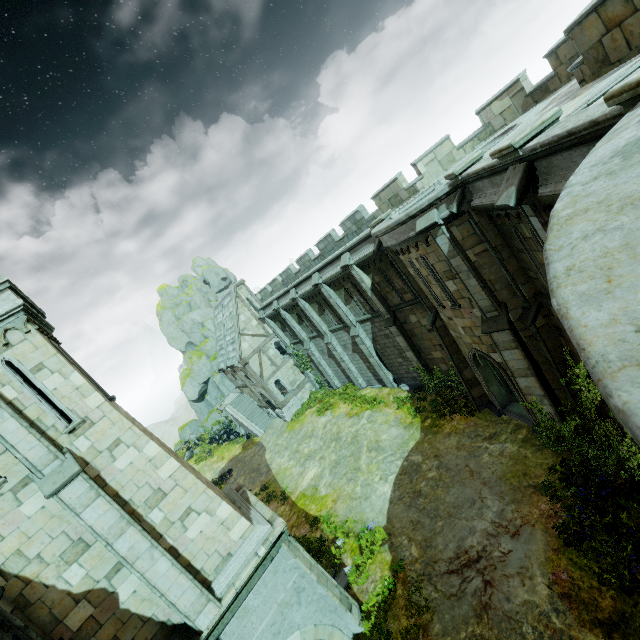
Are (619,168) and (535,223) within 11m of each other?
yes

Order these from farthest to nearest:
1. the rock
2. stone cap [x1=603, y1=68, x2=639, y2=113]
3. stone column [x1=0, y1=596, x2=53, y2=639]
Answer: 1. the rock
2. stone column [x1=0, y1=596, x2=53, y2=639]
3. stone cap [x1=603, y1=68, x2=639, y2=113]

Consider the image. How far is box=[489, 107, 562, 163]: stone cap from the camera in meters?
5.6 m

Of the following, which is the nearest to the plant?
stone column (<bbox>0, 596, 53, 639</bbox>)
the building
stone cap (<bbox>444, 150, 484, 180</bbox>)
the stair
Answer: stone cap (<bbox>444, 150, 484, 180</bbox>)

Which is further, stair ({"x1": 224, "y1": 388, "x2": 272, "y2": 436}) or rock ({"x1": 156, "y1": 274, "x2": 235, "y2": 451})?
rock ({"x1": 156, "y1": 274, "x2": 235, "y2": 451})

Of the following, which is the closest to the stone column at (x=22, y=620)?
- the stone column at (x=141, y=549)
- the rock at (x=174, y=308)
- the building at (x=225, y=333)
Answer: the stone column at (x=141, y=549)

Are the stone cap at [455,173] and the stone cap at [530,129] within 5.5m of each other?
yes

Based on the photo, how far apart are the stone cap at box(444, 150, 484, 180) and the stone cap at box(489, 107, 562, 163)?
2.4m
